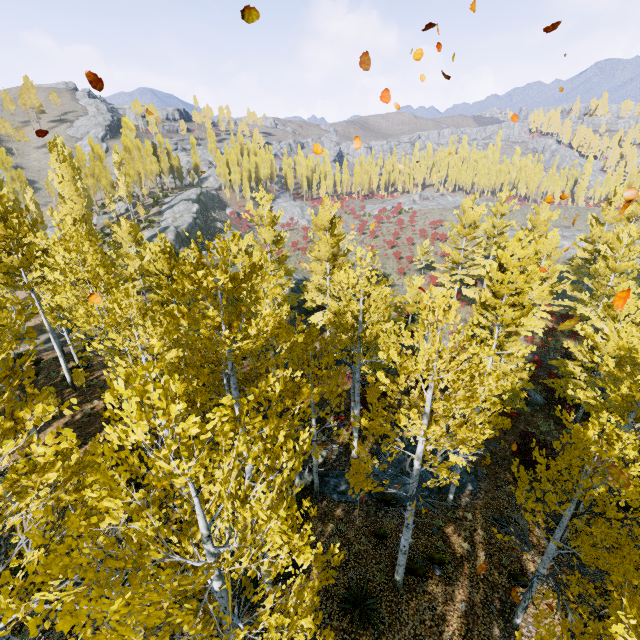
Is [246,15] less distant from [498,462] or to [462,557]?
[462,557]

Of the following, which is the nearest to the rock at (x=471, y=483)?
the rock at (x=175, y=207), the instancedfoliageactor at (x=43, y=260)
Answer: the instancedfoliageactor at (x=43, y=260)

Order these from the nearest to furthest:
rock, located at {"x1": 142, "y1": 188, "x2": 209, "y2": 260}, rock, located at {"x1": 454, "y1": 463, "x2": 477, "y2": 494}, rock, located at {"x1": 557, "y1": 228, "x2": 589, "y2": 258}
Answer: rock, located at {"x1": 454, "y1": 463, "x2": 477, "y2": 494}, rock, located at {"x1": 142, "y1": 188, "x2": 209, "y2": 260}, rock, located at {"x1": 557, "y1": 228, "x2": 589, "y2": 258}

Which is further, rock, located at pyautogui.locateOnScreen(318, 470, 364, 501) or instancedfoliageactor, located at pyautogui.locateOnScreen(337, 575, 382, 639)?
rock, located at pyautogui.locateOnScreen(318, 470, 364, 501)

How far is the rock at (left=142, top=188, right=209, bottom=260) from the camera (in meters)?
40.84

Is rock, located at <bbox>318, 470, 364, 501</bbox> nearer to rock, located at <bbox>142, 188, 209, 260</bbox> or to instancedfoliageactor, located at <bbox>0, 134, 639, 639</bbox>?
instancedfoliageactor, located at <bbox>0, 134, 639, 639</bbox>

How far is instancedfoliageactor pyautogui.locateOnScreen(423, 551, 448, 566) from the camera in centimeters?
1026cm

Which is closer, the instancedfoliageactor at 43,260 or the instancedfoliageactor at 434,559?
the instancedfoliageactor at 43,260
